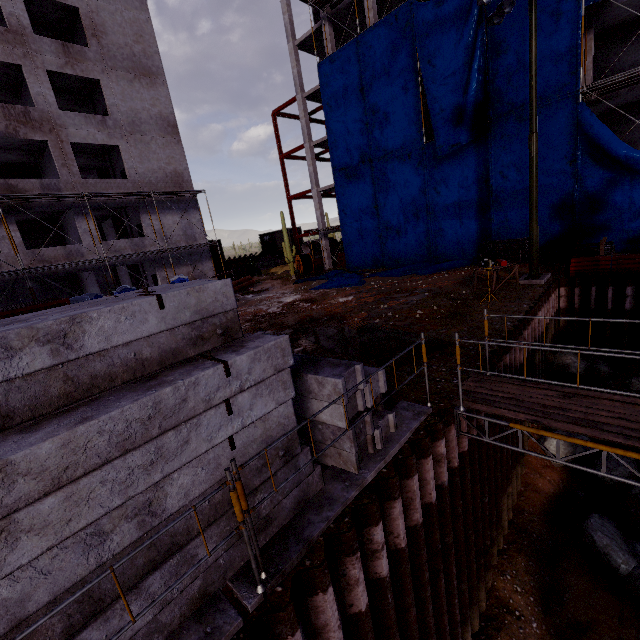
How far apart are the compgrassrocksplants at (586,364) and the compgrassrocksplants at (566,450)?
2.6m

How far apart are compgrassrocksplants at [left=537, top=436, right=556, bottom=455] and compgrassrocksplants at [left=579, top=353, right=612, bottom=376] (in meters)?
2.65

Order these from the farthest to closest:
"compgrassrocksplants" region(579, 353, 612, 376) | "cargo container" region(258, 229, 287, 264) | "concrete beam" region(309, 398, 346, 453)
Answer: "cargo container" region(258, 229, 287, 264), "compgrassrocksplants" region(579, 353, 612, 376), "concrete beam" region(309, 398, 346, 453)

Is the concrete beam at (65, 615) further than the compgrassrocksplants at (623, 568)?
No

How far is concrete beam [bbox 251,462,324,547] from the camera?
3.6 meters

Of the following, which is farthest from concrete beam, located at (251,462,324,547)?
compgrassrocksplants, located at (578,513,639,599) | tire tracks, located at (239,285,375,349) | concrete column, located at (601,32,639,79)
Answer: concrete column, located at (601,32,639,79)

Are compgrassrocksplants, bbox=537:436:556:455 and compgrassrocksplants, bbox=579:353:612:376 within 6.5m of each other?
yes

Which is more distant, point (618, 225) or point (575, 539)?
point (618, 225)
